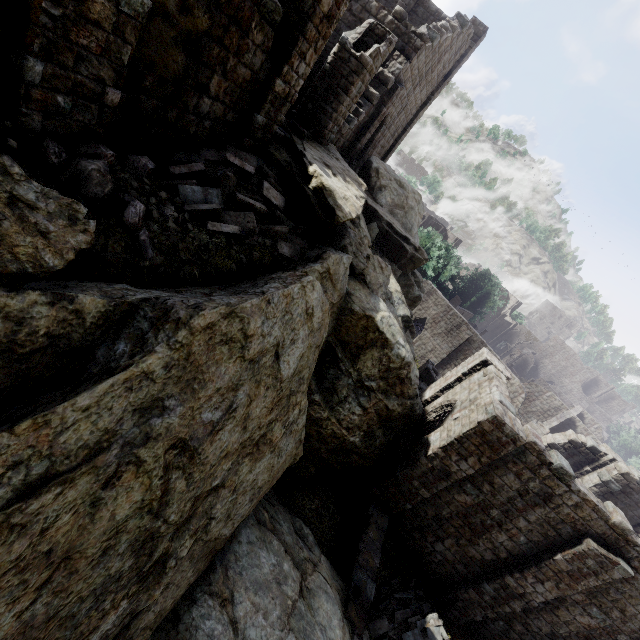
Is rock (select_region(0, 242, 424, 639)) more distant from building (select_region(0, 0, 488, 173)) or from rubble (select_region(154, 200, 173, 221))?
building (select_region(0, 0, 488, 173))

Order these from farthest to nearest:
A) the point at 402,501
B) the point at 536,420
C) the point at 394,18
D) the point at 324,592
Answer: the point at 536,420 < the point at 394,18 < the point at 402,501 < the point at 324,592

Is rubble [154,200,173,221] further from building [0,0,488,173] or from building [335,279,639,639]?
building [335,279,639,639]

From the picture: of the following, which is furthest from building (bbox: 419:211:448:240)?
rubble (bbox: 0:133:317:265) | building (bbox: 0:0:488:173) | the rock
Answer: rubble (bbox: 0:133:317:265)

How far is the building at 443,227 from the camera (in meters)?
53.53

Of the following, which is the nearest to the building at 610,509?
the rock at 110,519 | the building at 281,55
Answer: the rock at 110,519

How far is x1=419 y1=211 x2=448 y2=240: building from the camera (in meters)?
53.53

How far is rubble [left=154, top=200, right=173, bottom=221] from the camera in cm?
590
